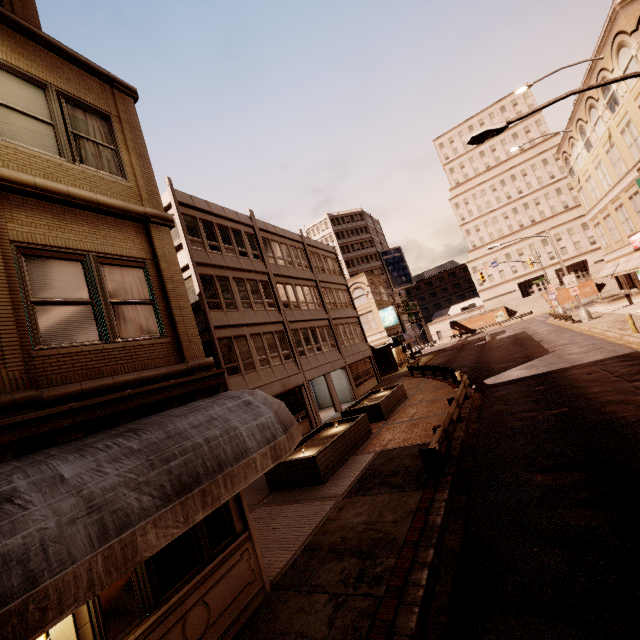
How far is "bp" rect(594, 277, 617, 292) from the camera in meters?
54.8 m

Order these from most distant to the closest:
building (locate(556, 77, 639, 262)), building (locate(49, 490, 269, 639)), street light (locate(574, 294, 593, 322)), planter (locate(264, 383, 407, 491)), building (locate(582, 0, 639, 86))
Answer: street light (locate(574, 294, 593, 322)) < building (locate(556, 77, 639, 262)) < building (locate(582, 0, 639, 86)) < planter (locate(264, 383, 407, 491)) < building (locate(49, 490, 269, 639))

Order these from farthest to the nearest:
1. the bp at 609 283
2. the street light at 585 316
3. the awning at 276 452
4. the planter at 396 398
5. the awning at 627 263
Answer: the bp at 609 283
the street light at 585 316
the awning at 627 263
the planter at 396 398
the awning at 276 452

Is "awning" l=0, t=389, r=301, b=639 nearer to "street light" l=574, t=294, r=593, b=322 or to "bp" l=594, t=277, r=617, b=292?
"street light" l=574, t=294, r=593, b=322

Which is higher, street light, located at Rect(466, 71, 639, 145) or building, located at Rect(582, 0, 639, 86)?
building, located at Rect(582, 0, 639, 86)

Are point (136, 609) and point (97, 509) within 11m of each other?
yes

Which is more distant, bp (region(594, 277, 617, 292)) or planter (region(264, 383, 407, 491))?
bp (region(594, 277, 617, 292))

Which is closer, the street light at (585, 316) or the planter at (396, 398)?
the planter at (396, 398)
